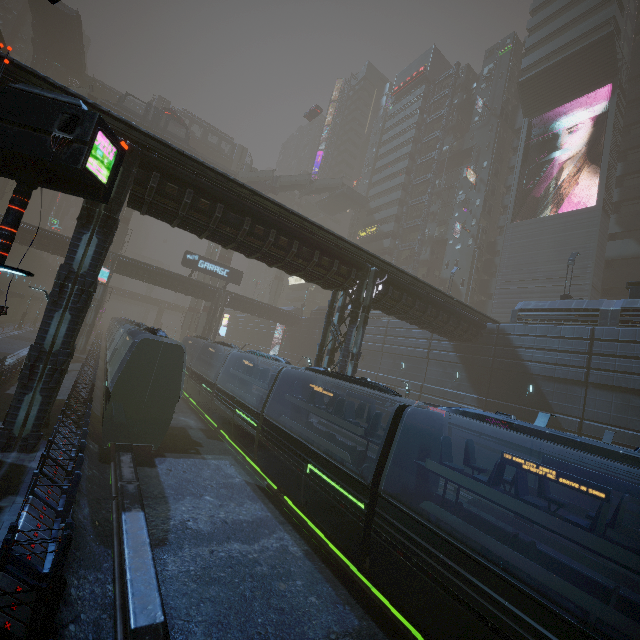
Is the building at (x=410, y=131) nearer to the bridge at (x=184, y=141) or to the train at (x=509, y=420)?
the train at (x=509, y=420)

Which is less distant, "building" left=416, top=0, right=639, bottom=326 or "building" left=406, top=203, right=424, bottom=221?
"building" left=416, top=0, right=639, bottom=326

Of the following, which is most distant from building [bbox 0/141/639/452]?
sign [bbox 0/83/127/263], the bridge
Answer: the bridge

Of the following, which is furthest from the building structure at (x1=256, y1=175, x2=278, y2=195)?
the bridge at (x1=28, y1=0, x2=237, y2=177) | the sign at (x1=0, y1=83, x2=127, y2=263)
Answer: the sign at (x1=0, y1=83, x2=127, y2=263)

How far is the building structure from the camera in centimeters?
5100cm

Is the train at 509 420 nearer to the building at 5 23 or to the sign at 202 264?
the building at 5 23

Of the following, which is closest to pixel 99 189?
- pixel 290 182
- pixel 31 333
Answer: pixel 31 333

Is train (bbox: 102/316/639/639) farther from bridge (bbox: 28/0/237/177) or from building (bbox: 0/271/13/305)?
bridge (bbox: 28/0/237/177)
